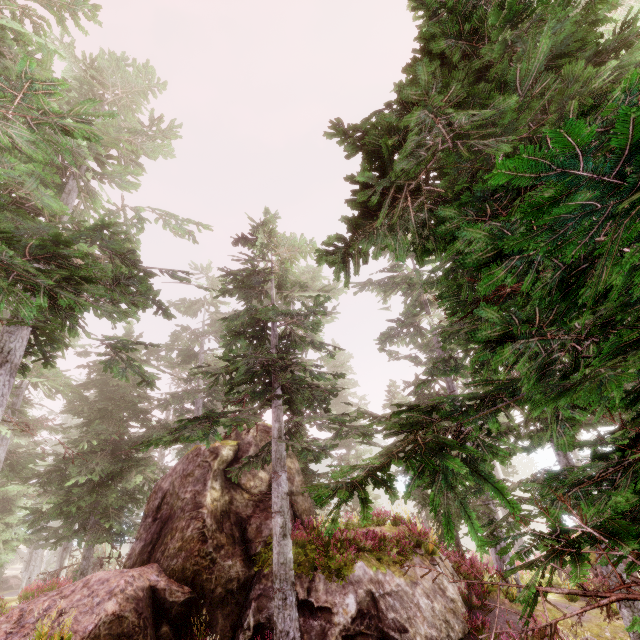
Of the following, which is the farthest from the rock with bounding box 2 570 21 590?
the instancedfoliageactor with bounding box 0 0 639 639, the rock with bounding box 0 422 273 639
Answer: the rock with bounding box 0 422 273 639

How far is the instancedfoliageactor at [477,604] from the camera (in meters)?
10.71

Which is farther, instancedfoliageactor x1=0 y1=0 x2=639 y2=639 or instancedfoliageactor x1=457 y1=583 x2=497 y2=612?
instancedfoliageactor x1=457 y1=583 x2=497 y2=612

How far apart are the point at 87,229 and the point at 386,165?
8.6m

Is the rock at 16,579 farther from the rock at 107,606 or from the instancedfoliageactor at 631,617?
the rock at 107,606

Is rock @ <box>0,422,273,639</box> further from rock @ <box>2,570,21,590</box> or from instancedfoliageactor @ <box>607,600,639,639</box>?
rock @ <box>2,570,21,590</box>

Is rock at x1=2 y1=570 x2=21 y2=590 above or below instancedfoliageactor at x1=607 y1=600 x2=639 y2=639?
below

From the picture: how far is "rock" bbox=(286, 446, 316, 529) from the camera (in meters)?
13.32
